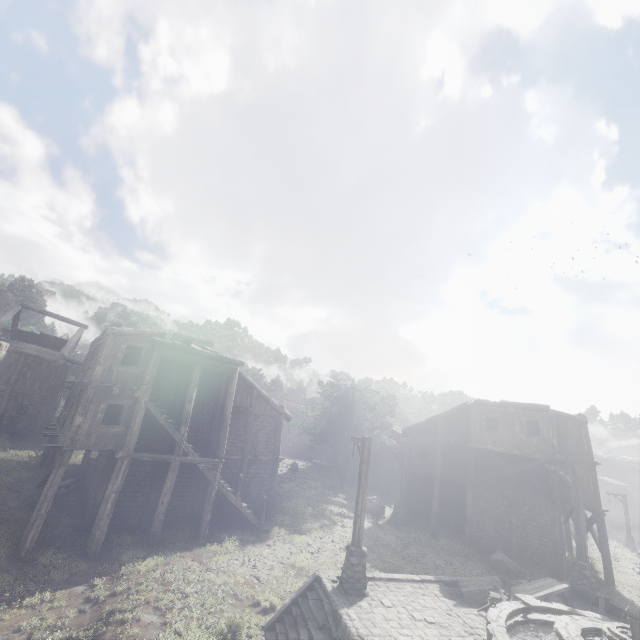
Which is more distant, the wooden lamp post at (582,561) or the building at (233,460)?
the building at (233,460)

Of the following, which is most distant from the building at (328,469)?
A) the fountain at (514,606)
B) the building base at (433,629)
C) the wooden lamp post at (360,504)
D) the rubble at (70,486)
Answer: the fountain at (514,606)

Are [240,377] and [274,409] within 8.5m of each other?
yes

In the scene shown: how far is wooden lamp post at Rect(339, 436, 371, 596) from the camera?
10.4 meters

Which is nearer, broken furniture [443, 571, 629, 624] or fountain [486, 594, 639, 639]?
fountain [486, 594, 639, 639]

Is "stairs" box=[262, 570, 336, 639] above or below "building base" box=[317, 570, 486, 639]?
below

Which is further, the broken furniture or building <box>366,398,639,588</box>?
building <box>366,398,639,588</box>

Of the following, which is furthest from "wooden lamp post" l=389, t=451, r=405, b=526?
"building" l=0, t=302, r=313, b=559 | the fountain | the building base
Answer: the fountain
